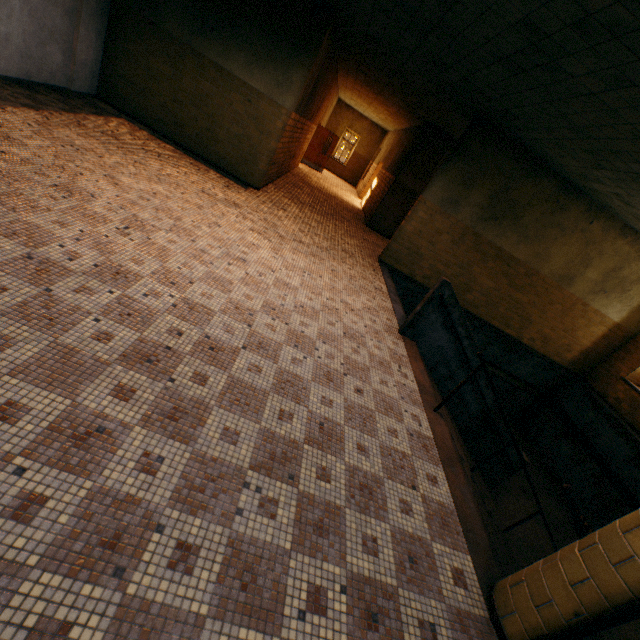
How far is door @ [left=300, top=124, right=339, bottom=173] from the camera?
17.3m

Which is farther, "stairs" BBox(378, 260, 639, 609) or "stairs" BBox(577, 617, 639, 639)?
"stairs" BBox(378, 260, 639, 609)

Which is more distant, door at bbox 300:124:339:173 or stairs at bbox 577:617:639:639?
door at bbox 300:124:339:173

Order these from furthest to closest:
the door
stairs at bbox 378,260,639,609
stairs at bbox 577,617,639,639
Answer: the door
stairs at bbox 378,260,639,609
stairs at bbox 577,617,639,639

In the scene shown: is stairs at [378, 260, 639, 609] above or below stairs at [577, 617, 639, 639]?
below

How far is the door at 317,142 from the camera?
17.3m

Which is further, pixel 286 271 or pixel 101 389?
pixel 286 271

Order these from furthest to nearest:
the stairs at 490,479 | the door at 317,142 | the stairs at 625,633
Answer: the door at 317,142
the stairs at 490,479
the stairs at 625,633
